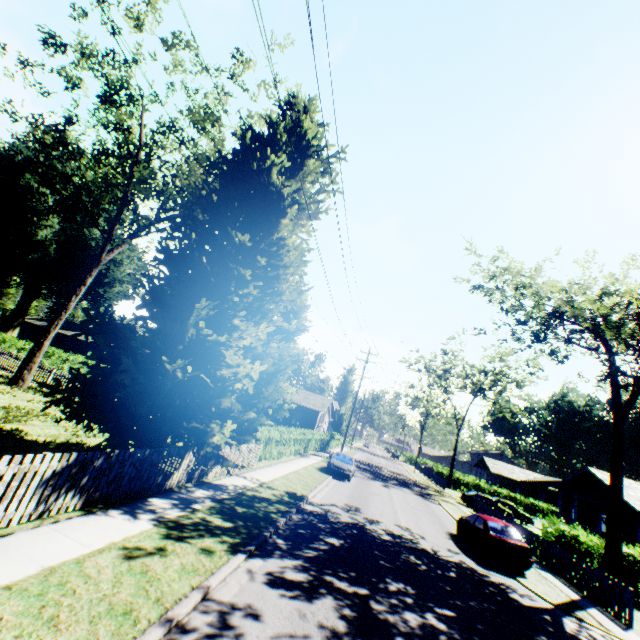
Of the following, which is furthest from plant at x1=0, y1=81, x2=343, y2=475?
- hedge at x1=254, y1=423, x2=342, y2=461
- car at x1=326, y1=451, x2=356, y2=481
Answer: car at x1=326, y1=451, x2=356, y2=481

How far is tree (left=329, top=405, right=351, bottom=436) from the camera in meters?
53.9

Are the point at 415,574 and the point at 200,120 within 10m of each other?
no

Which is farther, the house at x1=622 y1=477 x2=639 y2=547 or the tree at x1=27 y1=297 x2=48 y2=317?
the tree at x1=27 y1=297 x2=48 y2=317

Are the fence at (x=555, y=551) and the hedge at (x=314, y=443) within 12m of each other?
no

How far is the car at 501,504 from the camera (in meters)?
32.17

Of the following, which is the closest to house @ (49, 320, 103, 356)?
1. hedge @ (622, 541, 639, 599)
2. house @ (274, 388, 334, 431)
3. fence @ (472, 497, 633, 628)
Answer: house @ (274, 388, 334, 431)

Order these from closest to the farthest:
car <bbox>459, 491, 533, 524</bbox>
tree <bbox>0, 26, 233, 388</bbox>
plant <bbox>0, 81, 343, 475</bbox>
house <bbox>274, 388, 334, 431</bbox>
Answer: plant <bbox>0, 81, 343, 475</bbox> → tree <bbox>0, 26, 233, 388</bbox> → car <bbox>459, 491, 533, 524</bbox> → house <bbox>274, 388, 334, 431</bbox>
